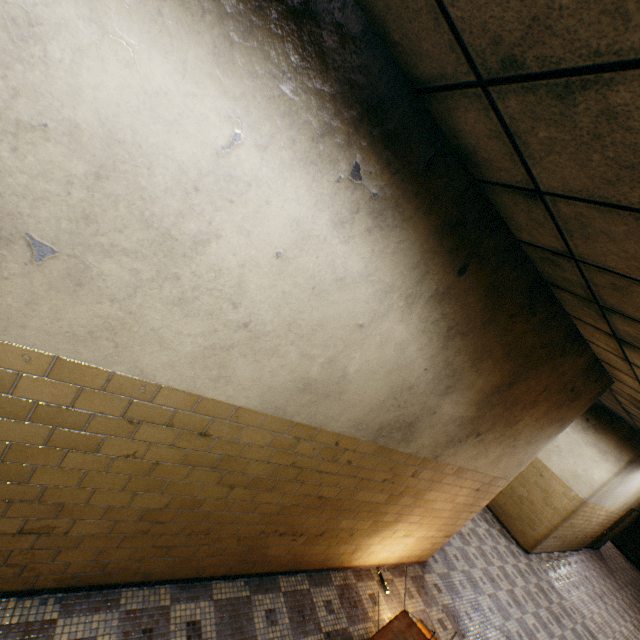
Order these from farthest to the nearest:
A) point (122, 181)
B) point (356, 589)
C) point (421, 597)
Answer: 1. point (421, 597)
2. point (356, 589)
3. point (122, 181)
